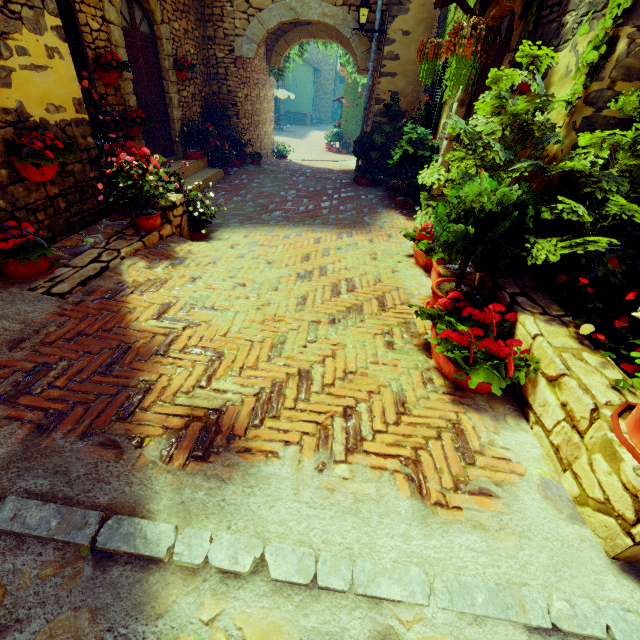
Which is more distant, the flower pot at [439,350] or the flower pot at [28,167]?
the flower pot at [28,167]

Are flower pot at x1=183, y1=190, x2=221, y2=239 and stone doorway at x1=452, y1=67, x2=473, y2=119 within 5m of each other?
yes

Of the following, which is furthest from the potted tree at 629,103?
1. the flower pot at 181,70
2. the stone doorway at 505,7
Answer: the flower pot at 181,70

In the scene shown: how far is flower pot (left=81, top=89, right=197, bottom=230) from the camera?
3.6m

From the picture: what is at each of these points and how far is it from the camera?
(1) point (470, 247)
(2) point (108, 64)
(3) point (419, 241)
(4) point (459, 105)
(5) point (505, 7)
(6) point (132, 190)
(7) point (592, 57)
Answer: (1) potted tree, 2.62m
(2) flower pot, 5.07m
(3) flower pot, 4.14m
(4) stone doorway, 5.29m
(5) stone doorway, 4.11m
(6) flower pot, 3.50m
(7) vines, 2.34m

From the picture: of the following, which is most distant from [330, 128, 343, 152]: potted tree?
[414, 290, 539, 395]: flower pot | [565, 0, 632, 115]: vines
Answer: [414, 290, 539, 395]: flower pot

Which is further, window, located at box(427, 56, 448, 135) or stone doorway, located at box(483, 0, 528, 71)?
window, located at box(427, 56, 448, 135)

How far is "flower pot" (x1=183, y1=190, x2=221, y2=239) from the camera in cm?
471
